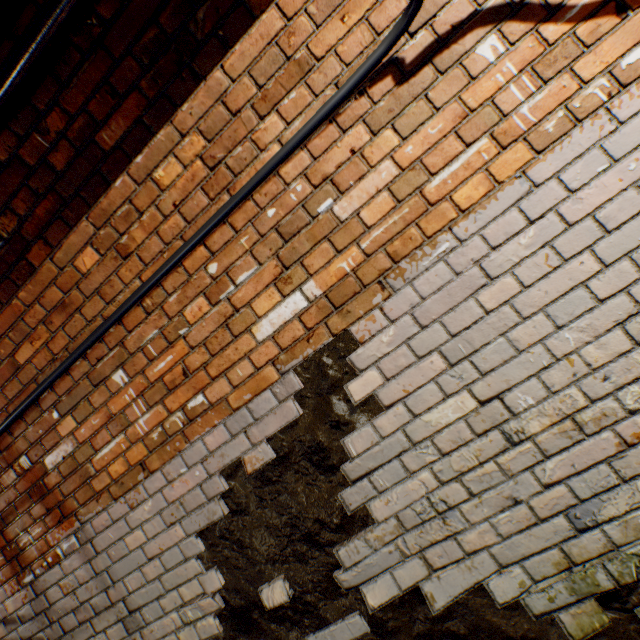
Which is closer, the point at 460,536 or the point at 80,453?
the point at 460,536

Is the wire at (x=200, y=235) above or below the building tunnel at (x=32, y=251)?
below

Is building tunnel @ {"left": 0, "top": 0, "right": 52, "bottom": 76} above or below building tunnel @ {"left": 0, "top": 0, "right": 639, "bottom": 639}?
above

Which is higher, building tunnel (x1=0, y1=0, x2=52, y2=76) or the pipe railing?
building tunnel (x1=0, y1=0, x2=52, y2=76)

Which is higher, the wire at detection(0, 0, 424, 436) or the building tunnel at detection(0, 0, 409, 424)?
Result: the building tunnel at detection(0, 0, 409, 424)
